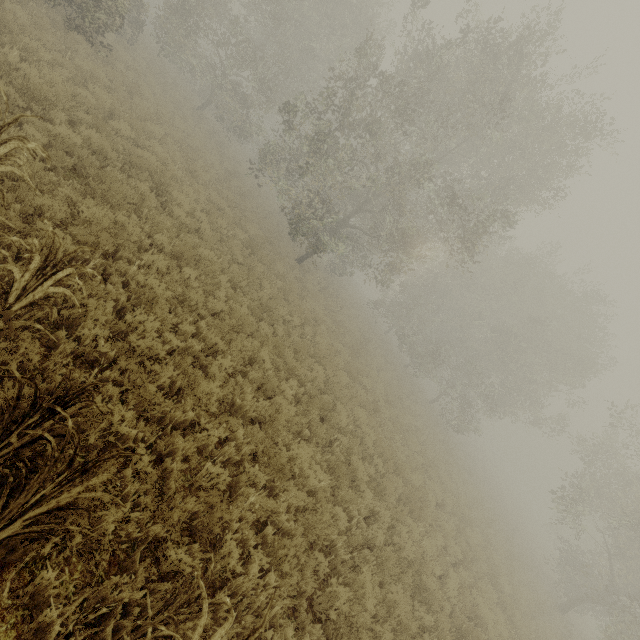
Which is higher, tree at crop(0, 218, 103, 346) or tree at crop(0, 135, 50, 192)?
tree at crop(0, 135, 50, 192)

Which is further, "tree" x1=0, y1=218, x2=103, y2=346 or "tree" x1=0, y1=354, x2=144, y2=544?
"tree" x1=0, y1=218, x2=103, y2=346

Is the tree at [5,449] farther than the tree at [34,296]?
No

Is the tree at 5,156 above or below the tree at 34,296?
above

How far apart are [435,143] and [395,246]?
5.1m

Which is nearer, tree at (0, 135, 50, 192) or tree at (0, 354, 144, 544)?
tree at (0, 354, 144, 544)
